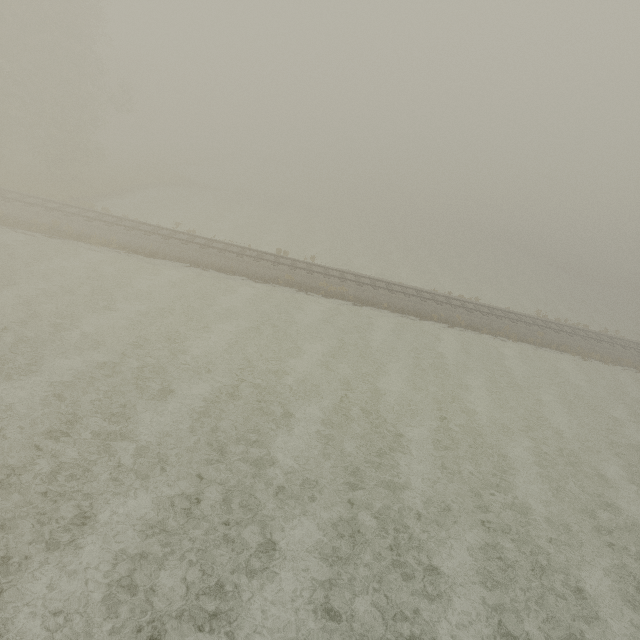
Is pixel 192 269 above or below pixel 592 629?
above
